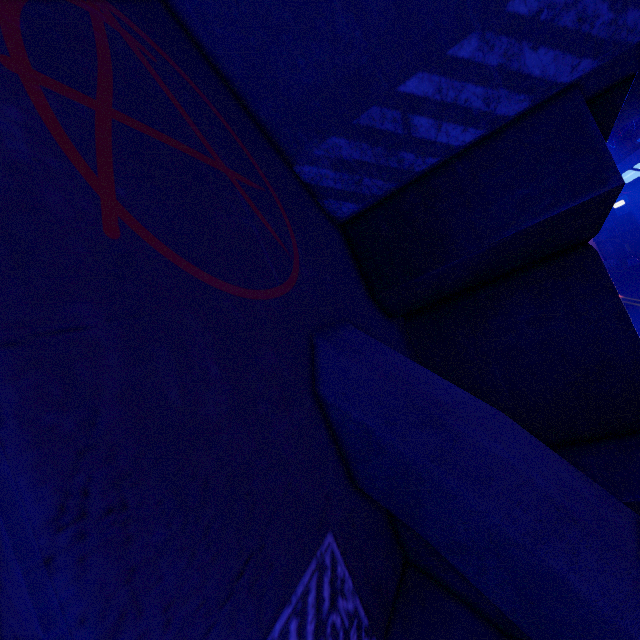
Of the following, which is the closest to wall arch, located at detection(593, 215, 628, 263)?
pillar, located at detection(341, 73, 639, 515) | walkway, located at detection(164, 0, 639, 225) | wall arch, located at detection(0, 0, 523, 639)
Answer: walkway, located at detection(164, 0, 639, 225)

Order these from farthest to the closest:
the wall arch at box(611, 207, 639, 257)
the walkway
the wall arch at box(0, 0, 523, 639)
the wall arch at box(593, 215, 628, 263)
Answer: the wall arch at box(593, 215, 628, 263) < the wall arch at box(611, 207, 639, 257) < the walkway < the wall arch at box(0, 0, 523, 639)

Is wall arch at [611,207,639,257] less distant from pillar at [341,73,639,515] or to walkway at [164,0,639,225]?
walkway at [164,0,639,225]

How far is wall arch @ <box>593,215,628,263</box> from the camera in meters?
38.7

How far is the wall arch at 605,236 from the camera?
38.72m

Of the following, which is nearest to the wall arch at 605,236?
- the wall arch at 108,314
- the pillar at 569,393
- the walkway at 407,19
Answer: the walkway at 407,19

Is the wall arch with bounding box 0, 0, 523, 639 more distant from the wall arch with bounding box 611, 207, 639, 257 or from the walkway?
the wall arch with bounding box 611, 207, 639, 257

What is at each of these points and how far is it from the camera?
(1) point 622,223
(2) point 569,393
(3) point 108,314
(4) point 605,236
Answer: (1) wall arch, 38.8m
(2) pillar, 3.3m
(3) wall arch, 1.1m
(4) wall arch, 39.0m
